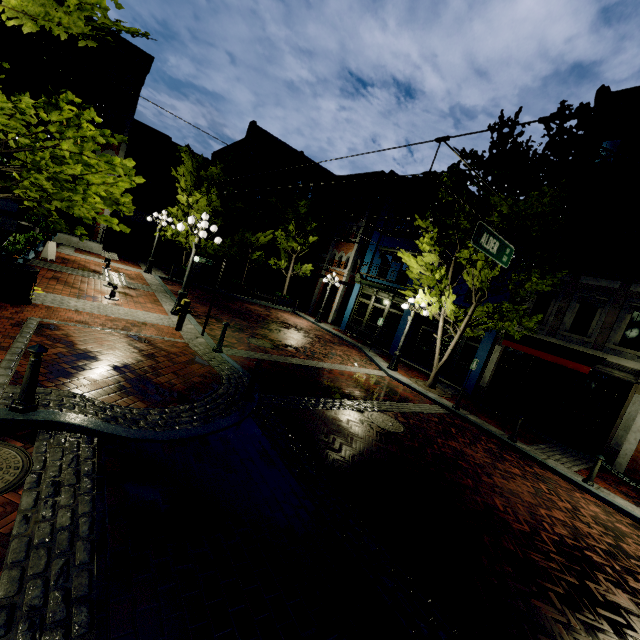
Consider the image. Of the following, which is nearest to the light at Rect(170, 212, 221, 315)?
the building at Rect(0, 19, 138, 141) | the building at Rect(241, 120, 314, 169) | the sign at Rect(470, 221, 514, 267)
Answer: the sign at Rect(470, 221, 514, 267)

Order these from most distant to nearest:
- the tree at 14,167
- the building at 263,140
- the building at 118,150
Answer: the building at 263,140, the building at 118,150, the tree at 14,167

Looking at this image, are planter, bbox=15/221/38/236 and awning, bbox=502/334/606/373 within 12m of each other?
no

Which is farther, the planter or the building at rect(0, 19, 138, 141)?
the building at rect(0, 19, 138, 141)

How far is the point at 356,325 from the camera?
22.83m

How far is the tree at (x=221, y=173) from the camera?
18.6m

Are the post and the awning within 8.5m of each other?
no

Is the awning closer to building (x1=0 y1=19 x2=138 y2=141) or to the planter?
the planter
